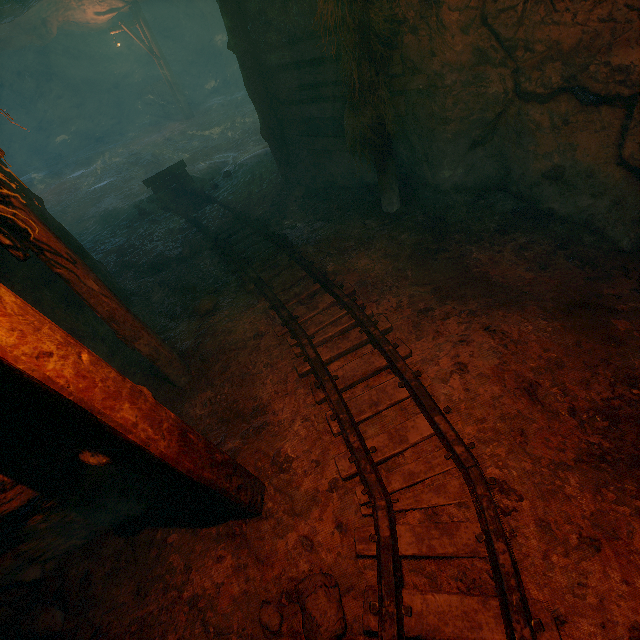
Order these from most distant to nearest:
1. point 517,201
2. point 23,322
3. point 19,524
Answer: point 517,201 → point 19,524 → point 23,322

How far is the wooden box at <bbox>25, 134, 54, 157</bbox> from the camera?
25.4m

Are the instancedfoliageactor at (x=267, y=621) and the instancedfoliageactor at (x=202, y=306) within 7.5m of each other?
yes

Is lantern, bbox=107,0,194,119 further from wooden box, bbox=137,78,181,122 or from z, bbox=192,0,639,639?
z, bbox=192,0,639,639

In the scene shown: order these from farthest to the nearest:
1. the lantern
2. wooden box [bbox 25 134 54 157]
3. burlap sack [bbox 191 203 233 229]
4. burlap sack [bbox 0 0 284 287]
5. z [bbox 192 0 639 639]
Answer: wooden box [bbox 25 134 54 157] < the lantern < burlap sack [bbox 0 0 284 287] < burlap sack [bbox 191 203 233 229] < z [bbox 192 0 639 639]

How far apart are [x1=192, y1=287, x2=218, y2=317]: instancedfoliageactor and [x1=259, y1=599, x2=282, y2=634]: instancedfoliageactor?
3.4 meters

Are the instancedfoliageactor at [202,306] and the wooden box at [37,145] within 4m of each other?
no

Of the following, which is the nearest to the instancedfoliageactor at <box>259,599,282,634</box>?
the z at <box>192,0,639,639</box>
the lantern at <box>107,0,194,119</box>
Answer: the z at <box>192,0,639,639</box>
